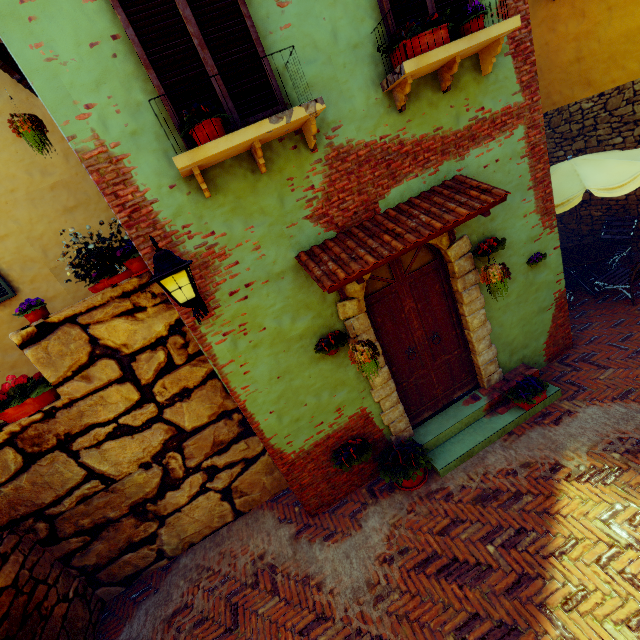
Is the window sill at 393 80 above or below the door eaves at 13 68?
below

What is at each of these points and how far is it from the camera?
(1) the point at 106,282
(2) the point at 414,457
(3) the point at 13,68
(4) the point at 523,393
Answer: (1) flower pot, 4.10m
(2) flower pot, 4.67m
(3) door eaves, 4.54m
(4) flower pot, 4.98m

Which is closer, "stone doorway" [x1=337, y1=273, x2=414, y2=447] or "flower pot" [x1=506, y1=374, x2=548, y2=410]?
"stone doorway" [x1=337, y1=273, x2=414, y2=447]

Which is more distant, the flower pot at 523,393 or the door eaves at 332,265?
the flower pot at 523,393

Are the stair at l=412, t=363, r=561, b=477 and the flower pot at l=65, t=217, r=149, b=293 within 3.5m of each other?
no

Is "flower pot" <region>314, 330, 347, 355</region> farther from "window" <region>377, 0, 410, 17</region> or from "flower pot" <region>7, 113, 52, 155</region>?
"flower pot" <region>7, 113, 52, 155</region>

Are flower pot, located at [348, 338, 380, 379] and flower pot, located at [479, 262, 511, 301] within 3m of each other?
yes

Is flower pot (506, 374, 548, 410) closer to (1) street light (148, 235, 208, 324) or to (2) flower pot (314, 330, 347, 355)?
(2) flower pot (314, 330, 347, 355)
